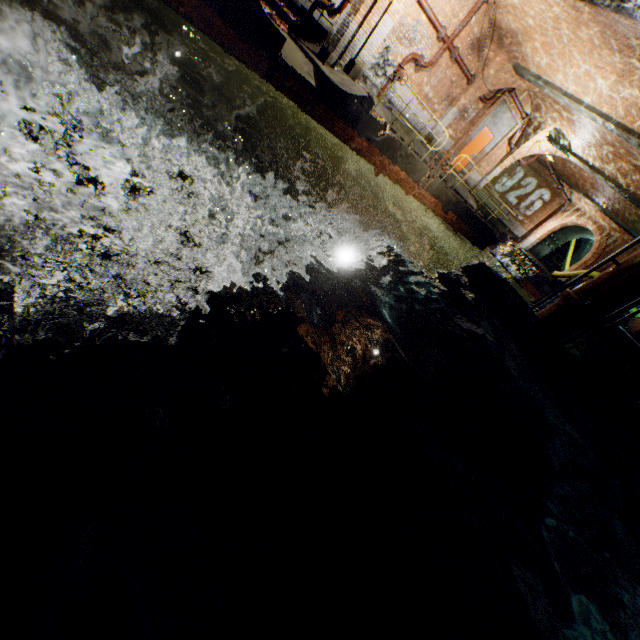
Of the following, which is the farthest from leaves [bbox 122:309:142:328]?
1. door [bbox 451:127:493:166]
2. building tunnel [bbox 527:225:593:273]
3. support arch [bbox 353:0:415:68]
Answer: building tunnel [bbox 527:225:593:273]

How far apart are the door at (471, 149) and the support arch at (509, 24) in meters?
1.8

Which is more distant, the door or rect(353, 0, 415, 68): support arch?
the door

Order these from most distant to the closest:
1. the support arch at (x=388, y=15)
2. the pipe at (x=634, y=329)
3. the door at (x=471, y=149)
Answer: the door at (x=471, y=149) < the pipe at (x=634, y=329) < the support arch at (x=388, y=15)

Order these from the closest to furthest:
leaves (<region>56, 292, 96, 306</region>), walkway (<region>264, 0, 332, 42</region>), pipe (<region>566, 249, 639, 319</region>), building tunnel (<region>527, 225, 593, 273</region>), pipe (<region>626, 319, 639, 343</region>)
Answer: leaves (<region>56, 292, 96, 306</region>)
pipe (<region>566, 249, 639, 319</region>)
pipe (<region>626, 319, 639, 343</region>)
walkway (<region>264, 0, 332, 42</region>)
building tunnel (<region>527, 225, 593, 273</region>)

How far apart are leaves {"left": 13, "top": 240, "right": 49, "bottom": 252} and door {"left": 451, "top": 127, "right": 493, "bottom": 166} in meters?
18.2 m

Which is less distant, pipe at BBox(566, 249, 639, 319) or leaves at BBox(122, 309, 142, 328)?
leaves at BBox(122, 309, 142, 328)

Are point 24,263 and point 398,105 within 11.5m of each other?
no
